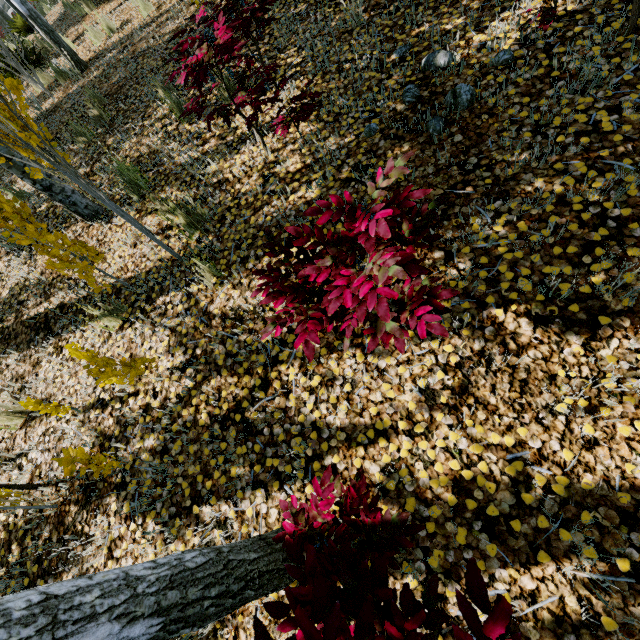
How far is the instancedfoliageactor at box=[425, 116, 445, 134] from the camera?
2.6 meters

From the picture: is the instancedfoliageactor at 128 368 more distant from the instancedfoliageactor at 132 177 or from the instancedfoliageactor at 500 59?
the instancedfoliageactor at 500 59

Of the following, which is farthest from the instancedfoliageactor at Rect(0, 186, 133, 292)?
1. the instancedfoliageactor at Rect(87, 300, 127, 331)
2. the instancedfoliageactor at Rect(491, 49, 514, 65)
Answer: the instancedfoliageactor at Rect(491, 49, 514, 65)

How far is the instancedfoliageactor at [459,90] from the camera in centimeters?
258cm

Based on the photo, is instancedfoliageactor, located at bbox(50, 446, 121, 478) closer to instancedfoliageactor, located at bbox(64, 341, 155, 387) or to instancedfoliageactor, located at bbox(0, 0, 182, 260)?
instancedfoliageactor, located at bbox(64, 341, 155, 387)

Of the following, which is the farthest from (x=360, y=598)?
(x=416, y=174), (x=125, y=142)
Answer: (x=125, y=142)

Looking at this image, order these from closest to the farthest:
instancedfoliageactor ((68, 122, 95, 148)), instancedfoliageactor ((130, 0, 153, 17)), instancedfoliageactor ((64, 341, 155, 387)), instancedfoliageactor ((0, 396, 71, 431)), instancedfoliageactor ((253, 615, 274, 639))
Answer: instancedfoliageactor ((253, 615, 274, 639)), instancedfoliageactor ((64, 341, 155, 387)), instancedfoliageactor ((0, 396, 71, 431)), instancedfoliageactor ((68, 122, 95, 148)), instancedfoliageactor ((130, 0, 153, 17))
